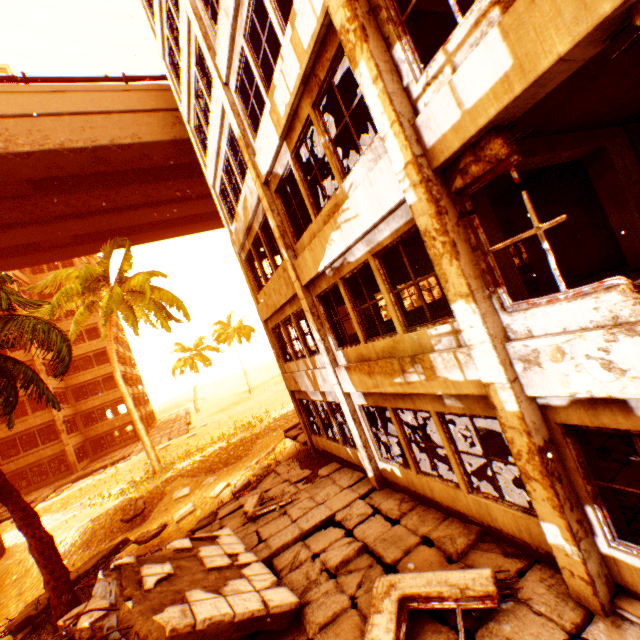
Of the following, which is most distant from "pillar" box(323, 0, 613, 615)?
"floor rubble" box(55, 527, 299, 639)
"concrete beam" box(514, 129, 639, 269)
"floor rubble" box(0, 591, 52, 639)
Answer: "floor rubble" box(0, 591, 52, 639)

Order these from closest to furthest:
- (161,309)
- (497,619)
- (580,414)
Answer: (580,414)
(497,619)
(161,309)

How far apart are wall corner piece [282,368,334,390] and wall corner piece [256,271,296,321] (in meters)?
2.21

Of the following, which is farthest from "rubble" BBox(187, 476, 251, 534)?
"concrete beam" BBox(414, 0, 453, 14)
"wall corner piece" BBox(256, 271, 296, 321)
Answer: "concrete beam" BBox(414, 0, 453, 14)

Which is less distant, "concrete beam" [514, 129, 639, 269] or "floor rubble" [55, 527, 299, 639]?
"floor rubble" [55, 527, 299, 639]

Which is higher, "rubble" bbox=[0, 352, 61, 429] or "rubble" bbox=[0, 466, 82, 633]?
"rubble" bbox=[0, 352, 61, 429]

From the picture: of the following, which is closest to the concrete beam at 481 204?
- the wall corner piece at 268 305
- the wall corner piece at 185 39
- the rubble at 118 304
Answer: the rubble at 118 304

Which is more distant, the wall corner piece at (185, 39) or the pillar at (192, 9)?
the wall corner piece at (185, 39)
